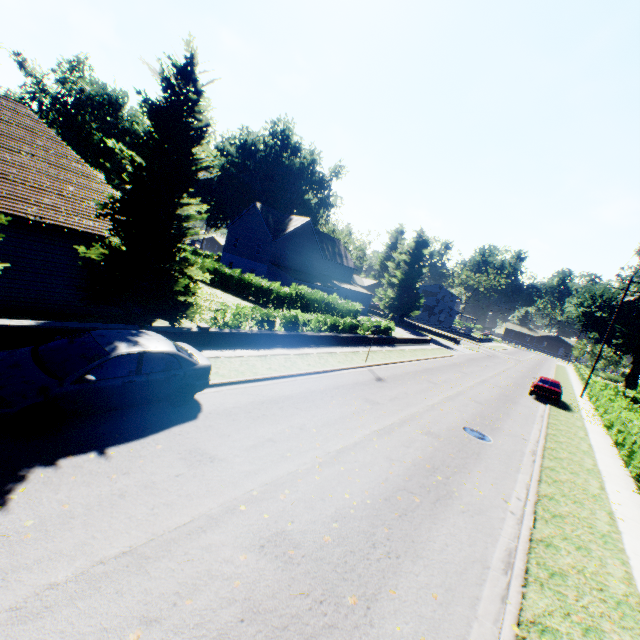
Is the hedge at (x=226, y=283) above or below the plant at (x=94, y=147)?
below

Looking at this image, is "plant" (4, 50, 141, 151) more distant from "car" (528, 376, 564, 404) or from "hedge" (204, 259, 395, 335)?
"car" (528, 376, 564, 404)

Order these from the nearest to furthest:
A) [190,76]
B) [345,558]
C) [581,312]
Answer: [345,558] → [190,76] → [581,312]

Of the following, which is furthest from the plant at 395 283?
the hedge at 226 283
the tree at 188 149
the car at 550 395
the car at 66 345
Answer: the car at 66 345

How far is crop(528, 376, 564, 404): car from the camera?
23.1 meters

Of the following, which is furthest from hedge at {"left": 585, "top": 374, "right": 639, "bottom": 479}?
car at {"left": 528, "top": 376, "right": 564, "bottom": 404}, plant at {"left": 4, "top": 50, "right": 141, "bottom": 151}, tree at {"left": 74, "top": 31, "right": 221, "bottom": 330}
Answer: car at {"left": 528, "top": 376, "right": 564, "bottom": 404}

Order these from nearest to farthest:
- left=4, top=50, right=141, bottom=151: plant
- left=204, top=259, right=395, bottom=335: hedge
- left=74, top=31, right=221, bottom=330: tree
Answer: left=74, top=31, right=221, bottom=330: tree → left=204, top=259, right=395, bottom=335: hedge → left=4, top=50, right=141, bottom=151: plant

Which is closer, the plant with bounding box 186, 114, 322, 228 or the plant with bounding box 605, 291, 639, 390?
the plant with bounding box 605, 291, 639, 390
